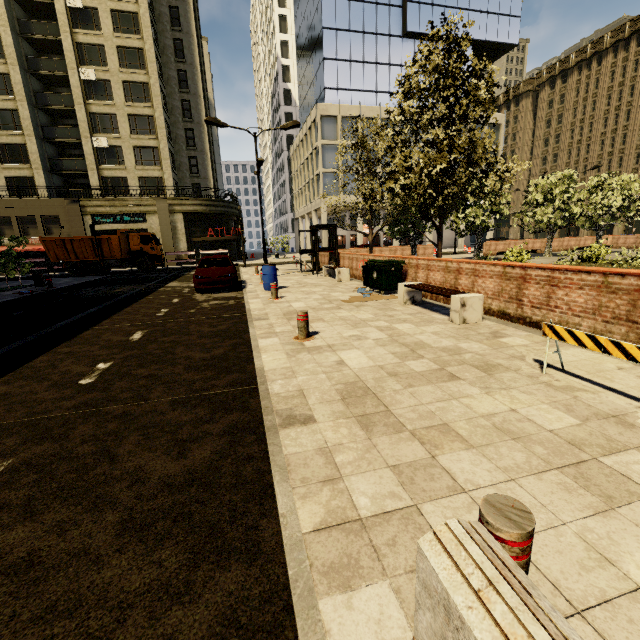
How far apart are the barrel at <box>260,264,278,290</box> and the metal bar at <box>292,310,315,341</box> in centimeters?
684cm

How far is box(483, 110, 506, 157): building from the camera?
41.5m

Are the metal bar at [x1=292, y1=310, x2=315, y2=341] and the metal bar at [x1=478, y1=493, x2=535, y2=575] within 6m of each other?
yes

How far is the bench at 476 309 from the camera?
6.79m

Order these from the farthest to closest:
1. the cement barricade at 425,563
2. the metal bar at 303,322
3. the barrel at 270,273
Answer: the barrel at 270,273, the metal bar at 303,322, the cement barricade at 425,563

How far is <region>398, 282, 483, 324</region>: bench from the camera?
6.79m

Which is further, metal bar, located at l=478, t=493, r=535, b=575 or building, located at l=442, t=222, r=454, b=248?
building, located at l=442, t=222, r=454, b=248

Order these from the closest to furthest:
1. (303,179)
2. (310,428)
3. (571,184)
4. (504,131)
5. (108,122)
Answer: (310,428), (571,184), (108,122), (504,131), (303,179)
